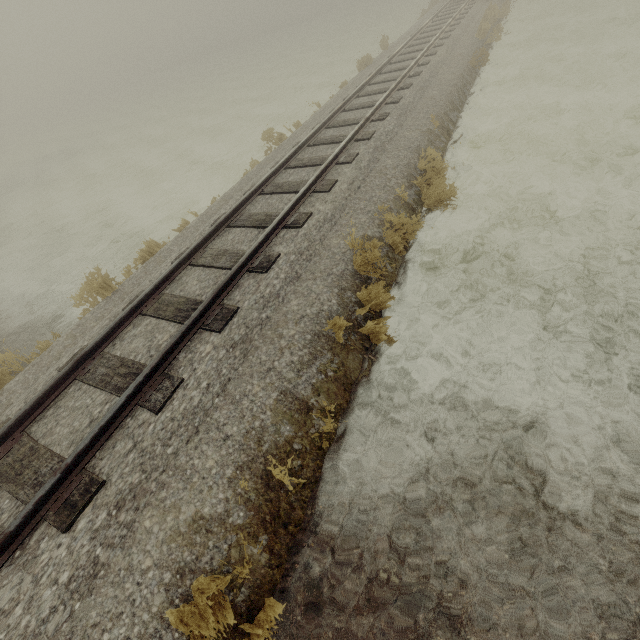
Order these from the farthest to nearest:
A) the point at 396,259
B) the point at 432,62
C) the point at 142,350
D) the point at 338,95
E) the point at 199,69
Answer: the point at 199,69, the point at 338,95, the point at 432,62, the point at 396,259, the point at 142,350
